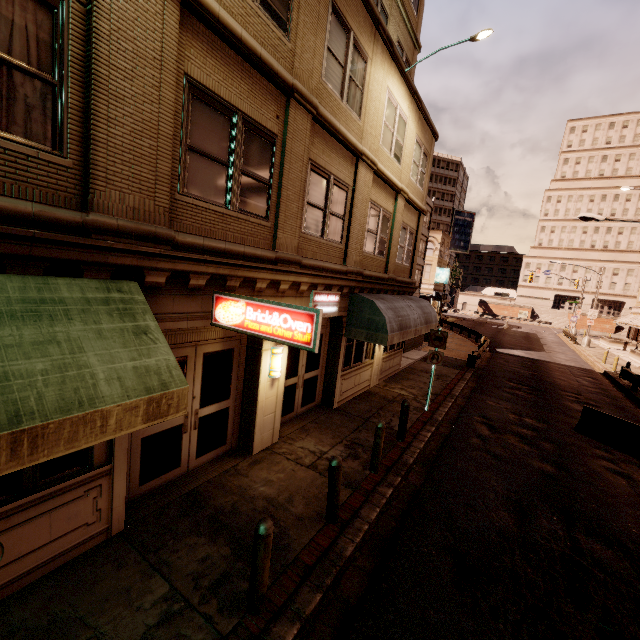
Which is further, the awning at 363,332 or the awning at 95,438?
the awning at 363,332

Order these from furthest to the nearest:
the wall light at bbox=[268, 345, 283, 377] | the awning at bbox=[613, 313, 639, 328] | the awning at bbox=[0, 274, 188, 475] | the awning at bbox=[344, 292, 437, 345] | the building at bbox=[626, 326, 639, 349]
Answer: the building at bbox=[626, 326, 639, 349] < the awning at bbox=[613, 313, 639, 328] < the awning at bbox=[344, 292, 437, 345] < the wall light at bbox=[268, 345, 283, 377] < the awning at bbox=[0, 274, 188, 475]

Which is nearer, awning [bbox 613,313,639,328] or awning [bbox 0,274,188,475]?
awning [bbox 0,274,188,475]

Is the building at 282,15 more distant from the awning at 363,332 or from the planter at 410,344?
the planter at 410,344

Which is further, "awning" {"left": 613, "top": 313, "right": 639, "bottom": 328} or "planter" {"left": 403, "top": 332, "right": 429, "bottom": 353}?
"awning" {"left": 613, "top": 313, "right": 639, "bottom": 328}

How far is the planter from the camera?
21.6m

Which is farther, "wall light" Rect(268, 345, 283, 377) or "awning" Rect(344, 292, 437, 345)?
"awning" Rect(344, 292, 437, 345)

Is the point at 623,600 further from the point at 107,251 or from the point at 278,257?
the point at 107,251
